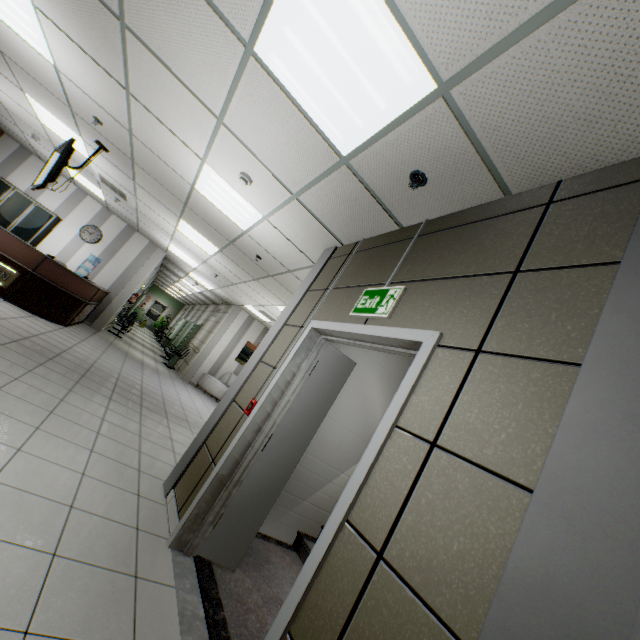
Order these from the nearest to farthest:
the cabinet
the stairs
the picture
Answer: the stairs
the cabinet
the picture

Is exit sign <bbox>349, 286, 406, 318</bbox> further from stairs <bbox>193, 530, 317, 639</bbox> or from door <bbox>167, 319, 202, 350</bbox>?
door <bbox>167, 319, 202, 350</bbox>

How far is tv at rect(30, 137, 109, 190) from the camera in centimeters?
465cm

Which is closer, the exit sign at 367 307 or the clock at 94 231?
the exit sign at 367 307

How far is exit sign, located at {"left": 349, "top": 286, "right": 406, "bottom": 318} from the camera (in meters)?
2.29

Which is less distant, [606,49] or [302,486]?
[606,49]

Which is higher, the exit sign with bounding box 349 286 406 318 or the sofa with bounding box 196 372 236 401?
the exit sign with bounding box 349 286 406 318

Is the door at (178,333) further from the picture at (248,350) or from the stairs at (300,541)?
the stairs at (300,541)
